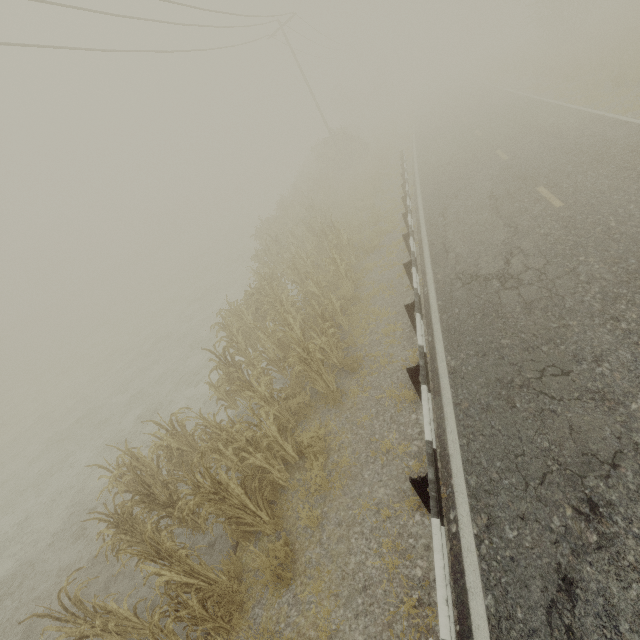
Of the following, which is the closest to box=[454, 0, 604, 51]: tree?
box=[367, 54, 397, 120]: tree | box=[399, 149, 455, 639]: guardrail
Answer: box=[367, 54, 397, 120]: tree

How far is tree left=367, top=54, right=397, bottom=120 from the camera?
53.9m

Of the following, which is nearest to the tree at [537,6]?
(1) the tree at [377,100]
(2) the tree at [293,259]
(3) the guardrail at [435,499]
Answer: (1) the tree at [377,100]

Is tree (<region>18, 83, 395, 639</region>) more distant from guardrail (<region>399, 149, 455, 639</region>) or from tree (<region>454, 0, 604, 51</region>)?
tree (<region>454, 0, 604, 51</region>)

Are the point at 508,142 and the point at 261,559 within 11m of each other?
no

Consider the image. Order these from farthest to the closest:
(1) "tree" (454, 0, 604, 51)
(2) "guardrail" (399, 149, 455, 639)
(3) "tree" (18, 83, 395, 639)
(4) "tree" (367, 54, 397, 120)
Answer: (4) "tree" (367, 54, 397, 120) → (1) "tree" (454, 0, 604, 51) → (3) "tree" (18, 83, 395, 639) → (2) "guardrail" (399, 149, 455, 639)

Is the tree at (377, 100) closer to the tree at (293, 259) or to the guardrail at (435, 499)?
the guardrail at (435, 499)

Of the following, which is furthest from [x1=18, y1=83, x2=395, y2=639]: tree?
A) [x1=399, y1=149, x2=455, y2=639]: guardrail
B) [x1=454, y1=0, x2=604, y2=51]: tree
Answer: [x1=454, y1=0, x2=604, y2=51]: tree
